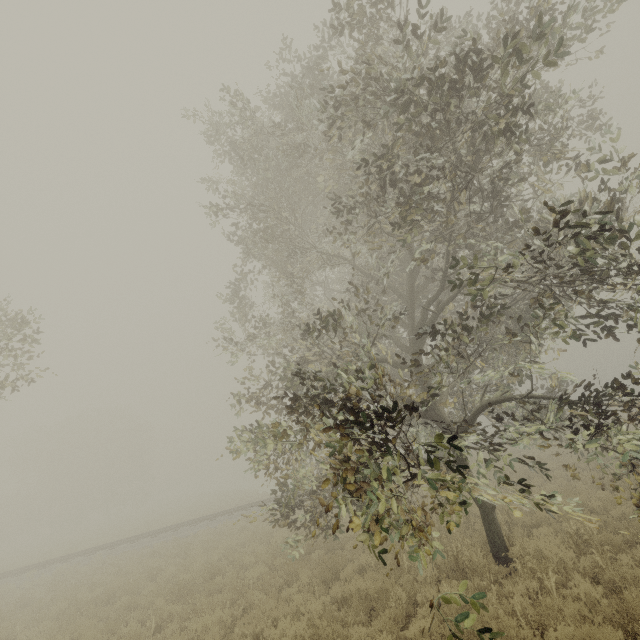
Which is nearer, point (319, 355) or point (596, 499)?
point (319, 355)
